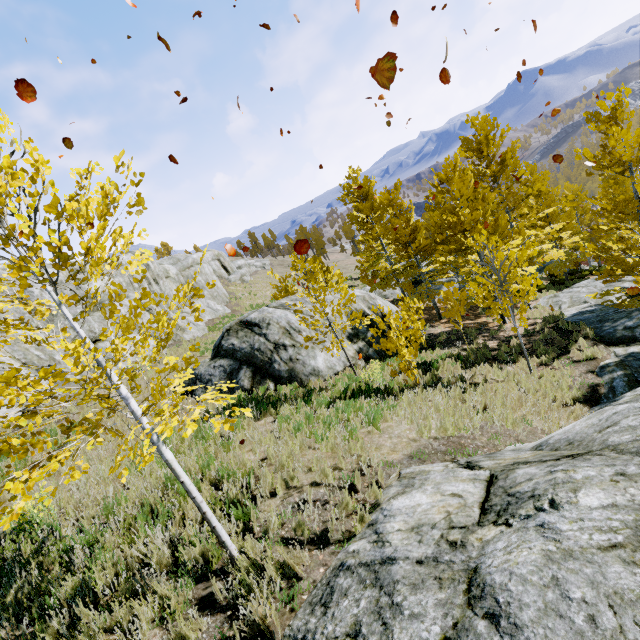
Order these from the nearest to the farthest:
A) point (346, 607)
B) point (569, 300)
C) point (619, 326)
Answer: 1. point (346, 607)
2. point (619, 326)
3. point (569, 300)

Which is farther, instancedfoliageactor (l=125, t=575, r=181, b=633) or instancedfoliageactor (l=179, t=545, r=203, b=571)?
instancedfoliageactor (l=179, t=545, r=203, b=571)

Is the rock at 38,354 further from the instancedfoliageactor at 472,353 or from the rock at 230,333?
the rock at 230,333

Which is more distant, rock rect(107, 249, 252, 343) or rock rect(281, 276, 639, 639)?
rock rect(107, 249, 252, 343)

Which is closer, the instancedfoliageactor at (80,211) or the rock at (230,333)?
the instancedfoliageactor at (80,211)

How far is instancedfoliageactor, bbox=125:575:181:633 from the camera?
3.35m

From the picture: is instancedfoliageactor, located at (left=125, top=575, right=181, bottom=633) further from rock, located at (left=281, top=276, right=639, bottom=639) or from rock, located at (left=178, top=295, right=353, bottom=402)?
rock, located at (left=178, top=295, right=353, bottom=402)
